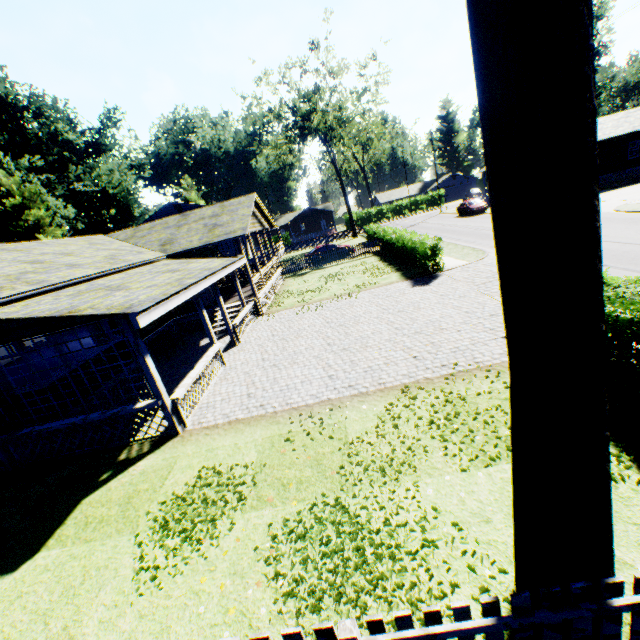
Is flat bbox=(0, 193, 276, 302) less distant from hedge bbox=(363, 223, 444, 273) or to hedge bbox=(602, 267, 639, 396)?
hedge bbox=(363, 223, 444, 273)

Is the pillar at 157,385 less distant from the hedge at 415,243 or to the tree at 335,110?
the hedge at 415,243

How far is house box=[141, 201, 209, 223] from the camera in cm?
3778

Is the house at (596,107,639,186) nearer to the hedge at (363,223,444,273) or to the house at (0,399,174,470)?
the hedge at (363,223,444,273)

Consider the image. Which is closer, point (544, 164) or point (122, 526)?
point (544, 164)

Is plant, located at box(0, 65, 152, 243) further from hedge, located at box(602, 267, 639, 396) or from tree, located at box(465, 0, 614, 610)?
hedge, located at box(602, 267, 639, 396)

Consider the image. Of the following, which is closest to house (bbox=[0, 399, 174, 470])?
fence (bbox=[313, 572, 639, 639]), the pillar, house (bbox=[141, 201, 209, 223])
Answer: the pillar

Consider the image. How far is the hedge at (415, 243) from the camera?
16.69m
